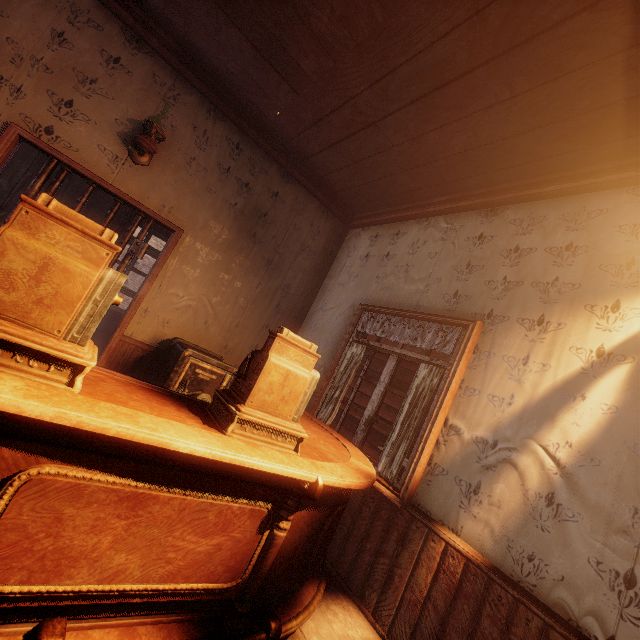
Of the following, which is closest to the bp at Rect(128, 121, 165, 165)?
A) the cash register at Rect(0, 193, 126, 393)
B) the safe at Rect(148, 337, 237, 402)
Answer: the safe at Rect(148, 337, 237, 402)

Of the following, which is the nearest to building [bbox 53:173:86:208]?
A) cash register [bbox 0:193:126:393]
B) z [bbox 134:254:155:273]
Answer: z [bbox 134:254:155:273]

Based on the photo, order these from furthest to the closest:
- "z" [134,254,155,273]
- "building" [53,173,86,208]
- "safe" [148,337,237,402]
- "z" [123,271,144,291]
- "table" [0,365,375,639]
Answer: "z" [134,254,155,273] < "z" [123,271,144,291] < "building" [53,173,86,208] < "safe" [148,337,237,402] < "table" [0,365,375,639]

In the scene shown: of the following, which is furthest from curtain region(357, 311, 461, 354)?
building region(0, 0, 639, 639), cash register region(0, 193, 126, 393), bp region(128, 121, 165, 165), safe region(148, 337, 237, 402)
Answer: bp region(128, 121, 165, 165)

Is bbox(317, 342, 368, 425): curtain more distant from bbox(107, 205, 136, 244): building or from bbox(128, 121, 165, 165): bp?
bbox(128, 121, 165, 165): bp

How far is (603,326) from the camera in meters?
2.2

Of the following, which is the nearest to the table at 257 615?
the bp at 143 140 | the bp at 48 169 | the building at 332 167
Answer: the building at 332 167

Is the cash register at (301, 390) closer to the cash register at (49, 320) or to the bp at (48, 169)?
the cash register at (49, 320)
